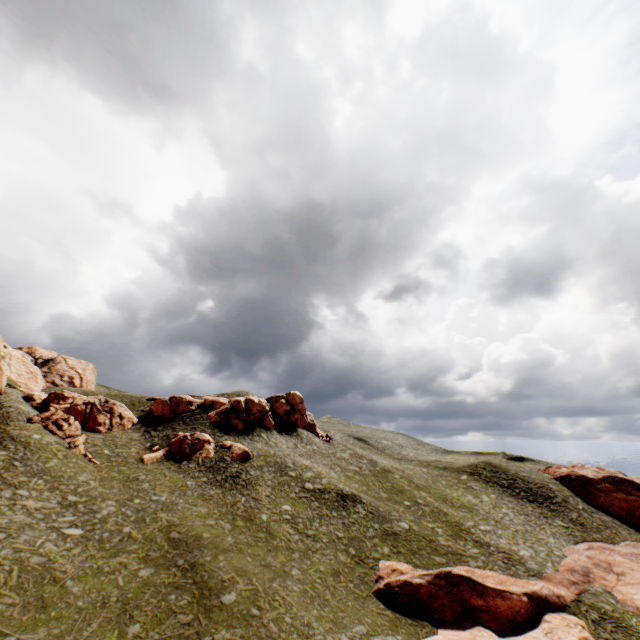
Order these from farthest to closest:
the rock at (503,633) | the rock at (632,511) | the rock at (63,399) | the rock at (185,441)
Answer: the rock at (632,511) → the rock at (185,441) → the rock at (63,399) → the rock at (503,633)

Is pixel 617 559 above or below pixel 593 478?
below

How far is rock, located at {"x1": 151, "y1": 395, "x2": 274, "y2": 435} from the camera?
53.91m

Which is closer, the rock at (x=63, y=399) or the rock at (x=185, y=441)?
the rock at (x=63, y=399)

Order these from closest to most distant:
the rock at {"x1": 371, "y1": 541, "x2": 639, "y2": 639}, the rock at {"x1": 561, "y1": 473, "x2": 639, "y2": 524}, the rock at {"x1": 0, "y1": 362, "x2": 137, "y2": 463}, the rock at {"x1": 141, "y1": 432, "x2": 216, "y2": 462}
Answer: the rock at {"x1": 371, "y1": 541, "x2": 639, "y2": 639}, the rock at {"x1": 0, "y1": 362, "x2": 137, "y2": 463}, the rock at {"x1": 141, "y1": 432, "x2": 216, "y2": 462}, the rock at {"x1": 561, "y1": 473, "x2": 639, "y2": 524}

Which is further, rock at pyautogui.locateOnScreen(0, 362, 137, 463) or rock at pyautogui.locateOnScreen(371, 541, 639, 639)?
rock at pyautogui.locateOnScreen(0, 362, 137, 463)

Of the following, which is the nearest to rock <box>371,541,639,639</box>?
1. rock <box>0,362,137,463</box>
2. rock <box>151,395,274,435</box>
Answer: rock <box>151,395,274,435</box>

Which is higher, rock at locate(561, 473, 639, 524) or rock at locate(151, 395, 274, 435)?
rock at locate(151, 395, 274, 435)
